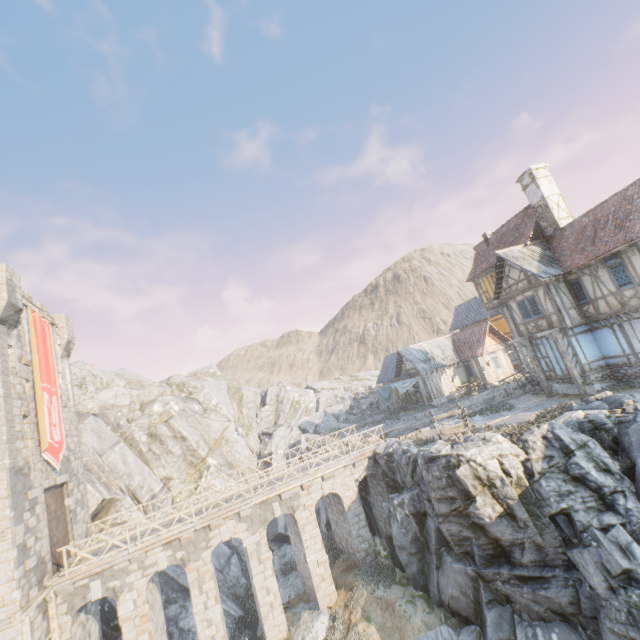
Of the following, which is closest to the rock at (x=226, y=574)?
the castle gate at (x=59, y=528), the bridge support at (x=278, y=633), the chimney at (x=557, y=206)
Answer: the bridge support at (x=278, y=633)

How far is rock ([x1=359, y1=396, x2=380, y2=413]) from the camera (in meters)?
41.50

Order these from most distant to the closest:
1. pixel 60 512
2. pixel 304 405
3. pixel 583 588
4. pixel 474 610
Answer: pixel 304 405 → pixel 60 512 → pixel 474 610 → pixel 583 588

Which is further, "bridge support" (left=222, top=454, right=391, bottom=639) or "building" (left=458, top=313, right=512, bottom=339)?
"building" (left=458, top=313, right=512, bottom=339)

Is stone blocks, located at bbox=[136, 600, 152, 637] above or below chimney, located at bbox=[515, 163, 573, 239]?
below

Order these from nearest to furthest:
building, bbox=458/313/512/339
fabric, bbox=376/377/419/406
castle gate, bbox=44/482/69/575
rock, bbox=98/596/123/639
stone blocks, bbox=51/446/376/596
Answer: stone blocks, bbox=51/446/376/596
castle gate, bbox=44/482/69/575
rock, bbox=98/596/123/639
fabric, bbox=376/377/419/406
building, bbox=458/313/512/339

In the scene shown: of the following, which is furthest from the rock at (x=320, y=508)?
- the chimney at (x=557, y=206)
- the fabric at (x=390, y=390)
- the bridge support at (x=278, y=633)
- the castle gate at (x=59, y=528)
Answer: the chimney at (x=557, y=206)

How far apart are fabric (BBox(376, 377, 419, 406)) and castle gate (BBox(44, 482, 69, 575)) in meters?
25.3
